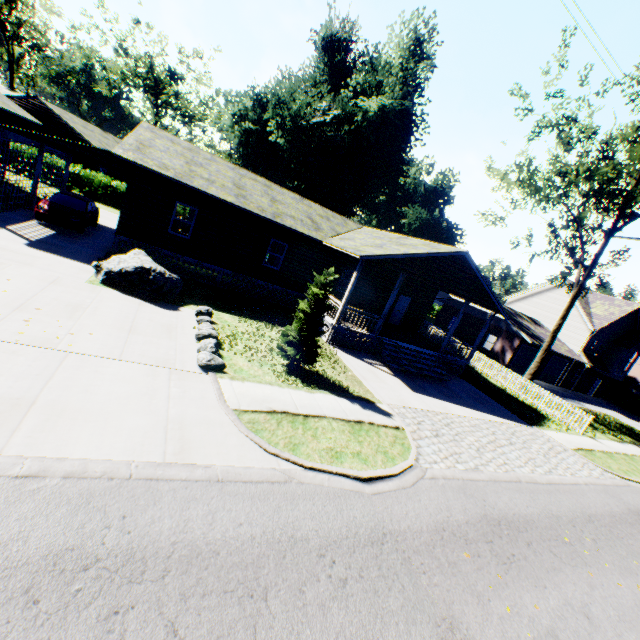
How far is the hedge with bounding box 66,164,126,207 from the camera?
28.78m

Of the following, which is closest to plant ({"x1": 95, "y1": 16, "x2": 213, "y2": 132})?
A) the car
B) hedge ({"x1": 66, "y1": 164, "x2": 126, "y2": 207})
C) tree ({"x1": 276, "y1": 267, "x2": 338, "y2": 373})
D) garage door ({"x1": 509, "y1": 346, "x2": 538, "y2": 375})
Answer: hedge ({"x1": 66, "y1": 164, "x2": 126, "y2": 207})

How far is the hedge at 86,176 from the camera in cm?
2878

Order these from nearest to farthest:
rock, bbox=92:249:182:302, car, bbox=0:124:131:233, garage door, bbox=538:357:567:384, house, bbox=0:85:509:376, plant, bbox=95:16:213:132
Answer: rock, bbox=92:249:182:302 → car, bbox=0:124:131:233 → house, bbox=0:85:509:376 → garage door, bbox=538:357:567:384 → plant, bbox=95:16:213:132

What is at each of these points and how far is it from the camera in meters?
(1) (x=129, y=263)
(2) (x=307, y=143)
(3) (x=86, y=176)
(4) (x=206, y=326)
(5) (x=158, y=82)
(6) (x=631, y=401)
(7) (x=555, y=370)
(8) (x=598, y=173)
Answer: (1) rock, 12.0
(2) plant, 29.9
(3) hedge, 29.2
(4) rock, 10.9
(5) plant, 47.7
(6) hedge, 38.6
(7) garage door, 33.7
(8) tree, 17.5

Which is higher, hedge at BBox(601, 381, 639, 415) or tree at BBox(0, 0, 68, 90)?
tree at BBox(0, 0, 68, 90)

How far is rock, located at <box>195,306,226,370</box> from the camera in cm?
873

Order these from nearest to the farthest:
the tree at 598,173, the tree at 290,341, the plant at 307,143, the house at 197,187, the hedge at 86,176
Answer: the tree at 290,341, the house at 197,187, the tree at 598,173, the hedge at 86,176, the plant at 307,143
